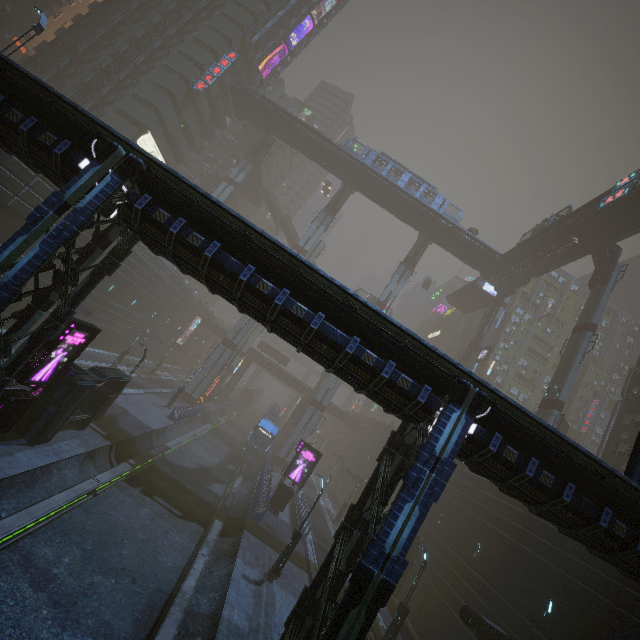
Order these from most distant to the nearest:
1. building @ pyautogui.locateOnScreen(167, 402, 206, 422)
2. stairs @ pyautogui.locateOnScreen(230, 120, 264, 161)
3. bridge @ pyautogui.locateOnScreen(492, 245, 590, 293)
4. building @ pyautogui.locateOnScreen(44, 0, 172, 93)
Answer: stairs @ pyautogui.locateOnScreen(230, 120, 264, 161)
building @ pyautogui.locateOnScreen(44, 0, 172, 93)
bridge @ pyautogui.locateOnScreen(492, 245, 590, 293)
building @ pyautogui.locateOnScreen(167, 402, 206, 422)

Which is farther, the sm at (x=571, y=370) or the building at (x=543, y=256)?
the building at (x=543, y=256)

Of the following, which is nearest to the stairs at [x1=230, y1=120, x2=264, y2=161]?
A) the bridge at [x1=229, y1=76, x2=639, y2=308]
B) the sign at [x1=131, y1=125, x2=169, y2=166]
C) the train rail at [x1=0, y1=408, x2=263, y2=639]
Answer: the bridge at [x1=229, y1=76, x2=639, y2=308]

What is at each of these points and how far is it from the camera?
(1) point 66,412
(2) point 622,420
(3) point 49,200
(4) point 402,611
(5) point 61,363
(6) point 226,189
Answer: (1) building, 15.93m
(2) building, 29.55m
(3) building, 9.80m
(4) street light, 18.45m
(5) sign, 14.70m
(6) sm, 50.72m

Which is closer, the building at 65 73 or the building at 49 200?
the building at 49 200

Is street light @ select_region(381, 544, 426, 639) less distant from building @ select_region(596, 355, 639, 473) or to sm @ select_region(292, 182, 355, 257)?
building @ select_region(596, 355, 639, 473)

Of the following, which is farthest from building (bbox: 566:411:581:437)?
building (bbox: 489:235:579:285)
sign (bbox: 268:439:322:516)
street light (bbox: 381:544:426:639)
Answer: building (bbox: 489:235:579:285)

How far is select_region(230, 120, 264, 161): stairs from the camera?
54.8 meters
